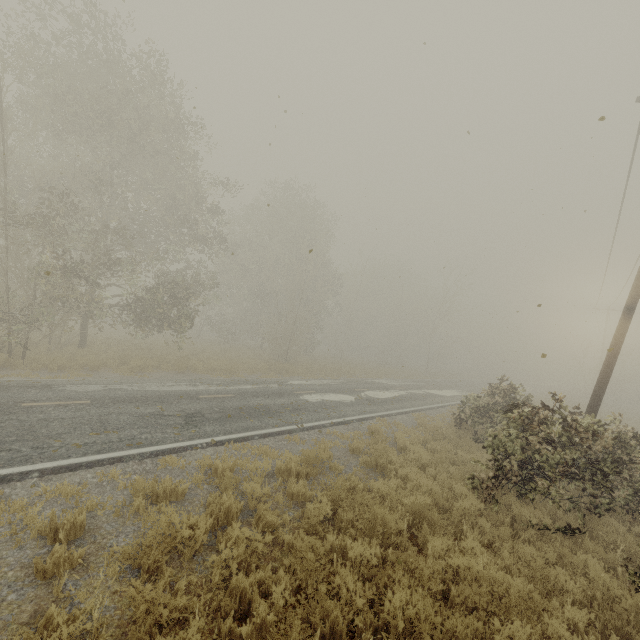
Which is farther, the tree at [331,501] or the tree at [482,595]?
the tree at [331,501]

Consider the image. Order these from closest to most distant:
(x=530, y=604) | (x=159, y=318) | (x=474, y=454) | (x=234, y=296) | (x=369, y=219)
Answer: (x=530, y=604) < (x=474, y=454) < (x=159, y=318) < (x=369, y=219) < (x=234, y=296)

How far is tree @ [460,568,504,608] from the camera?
4.4m

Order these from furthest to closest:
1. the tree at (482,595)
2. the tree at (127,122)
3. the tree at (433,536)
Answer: the tree at (127,122)
the tree at (433,536)
the tree at (482,595)

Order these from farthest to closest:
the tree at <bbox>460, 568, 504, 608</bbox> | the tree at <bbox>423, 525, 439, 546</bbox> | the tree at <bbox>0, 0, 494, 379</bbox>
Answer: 1. the tree at <bbox>0, 0, 494, 379</bbox>
2. the tree at <bbox>423, 525, 439, 546</bbox>
3. the tree at <bbox>460, 568, 504, 608</bbox>

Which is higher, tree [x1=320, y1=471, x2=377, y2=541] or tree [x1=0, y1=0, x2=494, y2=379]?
tree [x1=0, y1=0, x2=494, y2=379]

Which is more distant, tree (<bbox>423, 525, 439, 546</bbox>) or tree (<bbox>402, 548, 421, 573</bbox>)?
tree (<bbox>423, 525, 439, 546</bbox>)
